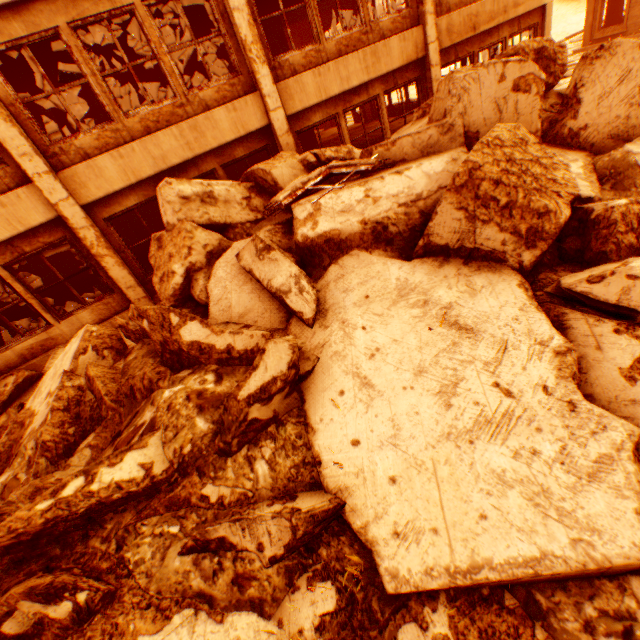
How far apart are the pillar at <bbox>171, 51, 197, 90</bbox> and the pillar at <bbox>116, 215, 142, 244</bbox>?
4.8m

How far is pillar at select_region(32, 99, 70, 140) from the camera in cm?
1075

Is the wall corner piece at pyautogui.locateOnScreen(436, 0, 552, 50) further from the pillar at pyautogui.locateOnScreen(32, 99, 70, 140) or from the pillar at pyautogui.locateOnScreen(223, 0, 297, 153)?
the pillar at pyautogui.locateOnScreen(32, 99, 70, 140)

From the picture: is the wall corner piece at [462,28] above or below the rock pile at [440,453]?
above

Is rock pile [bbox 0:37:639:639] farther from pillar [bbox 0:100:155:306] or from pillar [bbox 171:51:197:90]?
pillar [bbox 171:51:197:90]

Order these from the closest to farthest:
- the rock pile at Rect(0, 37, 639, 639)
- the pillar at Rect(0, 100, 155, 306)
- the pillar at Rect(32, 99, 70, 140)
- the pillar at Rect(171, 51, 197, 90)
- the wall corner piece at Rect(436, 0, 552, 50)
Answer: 1. the rock pile at Rect(0, 37, 639, 639)
2. the pillar at Rect(0, 100, 155, 306)
3. the wall corner piece at Rect(436, 0, 552, 50)
4. the pillar at Rect(32, 99, 70, 140)
5. the pillar at Rect(171, 51, 197, 90)

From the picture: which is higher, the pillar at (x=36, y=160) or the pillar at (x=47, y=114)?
the pillar at (x=47, y=114)

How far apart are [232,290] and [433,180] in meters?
3.5 m
